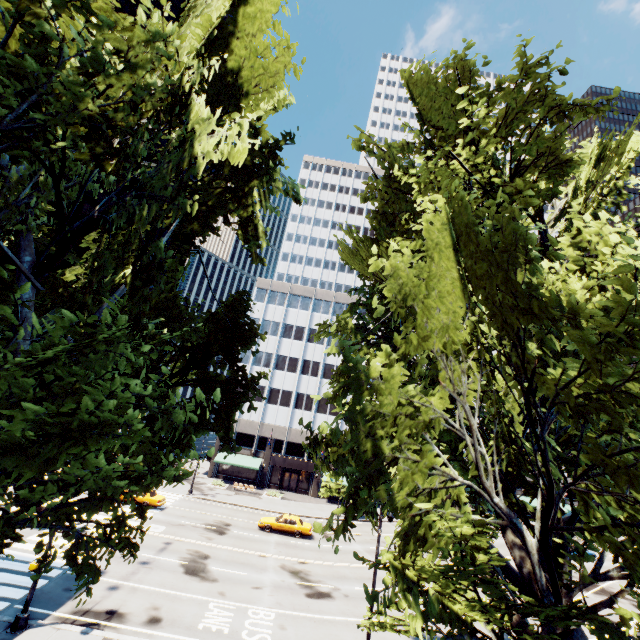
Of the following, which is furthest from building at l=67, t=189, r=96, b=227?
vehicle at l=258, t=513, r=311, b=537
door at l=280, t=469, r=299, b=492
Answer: vehicle at l=258, t=513, r=311, b=537

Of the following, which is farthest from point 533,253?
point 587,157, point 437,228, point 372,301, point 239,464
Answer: point 239,464

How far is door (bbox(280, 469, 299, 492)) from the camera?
48.2 meters

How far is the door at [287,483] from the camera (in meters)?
48.16

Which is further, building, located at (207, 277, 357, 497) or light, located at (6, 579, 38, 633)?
building, located at (207, 277, 357, 497)

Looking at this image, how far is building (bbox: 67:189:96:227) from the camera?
55.69m

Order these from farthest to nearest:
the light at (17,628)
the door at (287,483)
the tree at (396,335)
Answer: the door at (287,483) → the light at (17,628) → the tree at (396,335)

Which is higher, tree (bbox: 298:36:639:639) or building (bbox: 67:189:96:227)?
building (bbox: 67:189:96:227)
